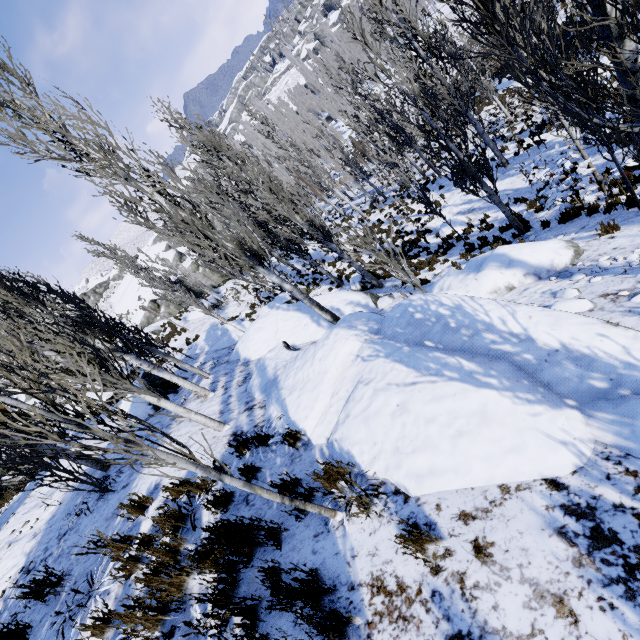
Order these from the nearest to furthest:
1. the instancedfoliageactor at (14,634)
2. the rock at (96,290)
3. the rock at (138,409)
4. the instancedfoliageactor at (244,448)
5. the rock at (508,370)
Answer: the rock at (508,370) → the instancedfoliageactor at (14,634) → the instancedfoliageactor at (244,448) → the rock at (138,409) → the rock at (96,290)

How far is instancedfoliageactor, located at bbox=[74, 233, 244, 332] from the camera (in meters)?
14.39

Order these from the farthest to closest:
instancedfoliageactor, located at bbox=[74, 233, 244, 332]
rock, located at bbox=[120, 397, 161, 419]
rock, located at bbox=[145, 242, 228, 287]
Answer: rock, located at bbox=[145, 242, 228, 287] < instancedfoliageactor, located at bbox=[74, 233, 244, 332] < rock, located at bbox=[120, 397, 161, 419]

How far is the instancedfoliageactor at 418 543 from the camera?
2.39m

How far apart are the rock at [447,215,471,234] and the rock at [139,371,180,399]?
13.2 meters

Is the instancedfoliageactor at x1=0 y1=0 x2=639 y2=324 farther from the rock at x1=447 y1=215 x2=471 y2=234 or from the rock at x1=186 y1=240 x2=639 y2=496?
the rock at x1=447 y1=215 x2=471 y2=234

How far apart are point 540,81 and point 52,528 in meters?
10.0

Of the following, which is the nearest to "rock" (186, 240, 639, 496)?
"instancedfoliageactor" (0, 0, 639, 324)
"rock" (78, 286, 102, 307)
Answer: "instancedfoliageactor" (0, 0, 639, 324)
